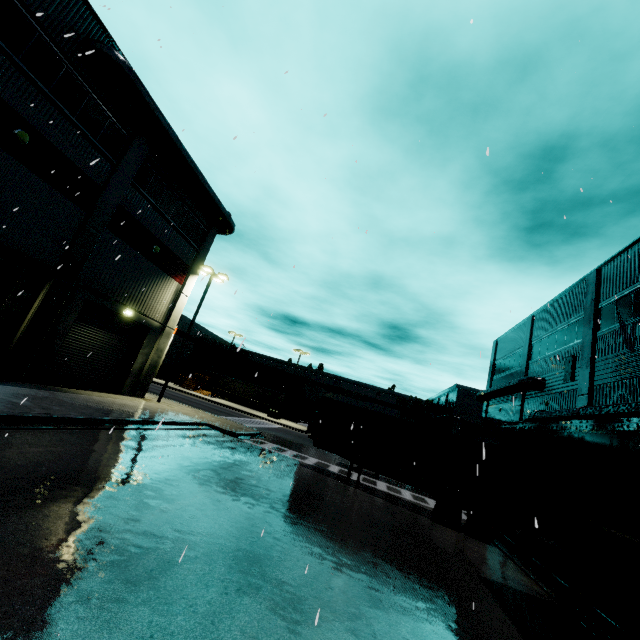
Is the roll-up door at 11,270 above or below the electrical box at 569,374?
below

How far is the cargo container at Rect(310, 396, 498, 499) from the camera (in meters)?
13.48

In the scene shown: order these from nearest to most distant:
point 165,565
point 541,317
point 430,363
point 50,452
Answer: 1. point 165,565
2. point 430,363
3. point 50,452
4. point 541,317

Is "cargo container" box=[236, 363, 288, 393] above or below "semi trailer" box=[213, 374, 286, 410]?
above

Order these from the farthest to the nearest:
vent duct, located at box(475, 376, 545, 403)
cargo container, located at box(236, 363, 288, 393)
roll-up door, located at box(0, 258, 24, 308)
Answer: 1. cargo container, located at box(236, 363, 288, 393)
2. vent duct, located at box(475, 376, 545, 403)
3. roll-up door, located at box(0, 258, 24, 308)

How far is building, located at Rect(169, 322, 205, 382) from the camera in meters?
55.1

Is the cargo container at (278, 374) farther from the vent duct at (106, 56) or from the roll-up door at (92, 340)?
the vent duct at (106, 56)

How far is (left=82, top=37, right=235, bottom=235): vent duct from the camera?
13.3 meters
